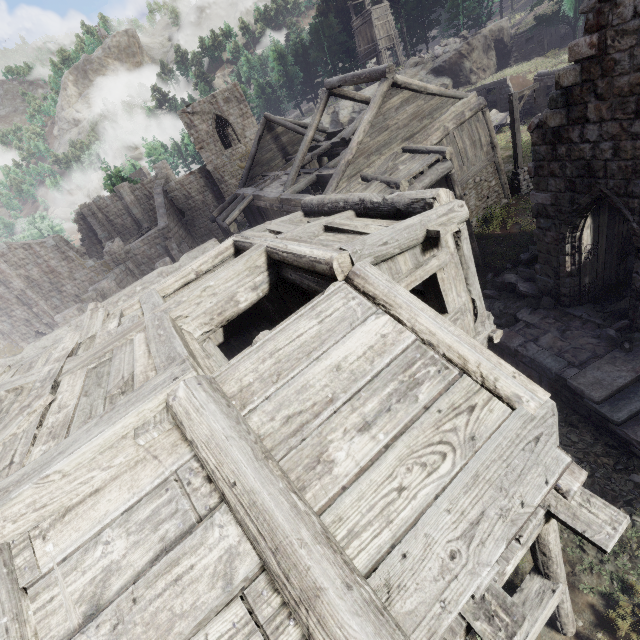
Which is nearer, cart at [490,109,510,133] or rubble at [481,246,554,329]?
rubble at [481,246,554,329]

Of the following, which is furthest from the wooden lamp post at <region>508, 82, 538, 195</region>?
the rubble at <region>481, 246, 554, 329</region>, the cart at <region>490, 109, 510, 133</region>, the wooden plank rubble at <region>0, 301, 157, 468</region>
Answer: the wooden plank rubble at <region>0, 301, 157, 468</region>

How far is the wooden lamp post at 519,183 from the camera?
15.1 meters

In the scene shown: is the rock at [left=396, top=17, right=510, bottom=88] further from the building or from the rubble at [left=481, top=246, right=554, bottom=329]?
the rubble at [left=481, top=246, right=554, bottom=329]

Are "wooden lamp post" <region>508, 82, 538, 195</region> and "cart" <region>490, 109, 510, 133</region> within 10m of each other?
yes

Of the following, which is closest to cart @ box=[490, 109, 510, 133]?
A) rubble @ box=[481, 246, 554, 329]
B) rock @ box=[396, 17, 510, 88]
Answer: rock @ box=[396, 17, 510, 88]

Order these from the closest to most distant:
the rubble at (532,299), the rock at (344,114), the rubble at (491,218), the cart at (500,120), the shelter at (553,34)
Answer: the rubble at (532,299), the rubble at (491,218), the cart at (500,120), the shelter at (553,34), the rock at (344,114)

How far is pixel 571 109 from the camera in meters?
7.4
